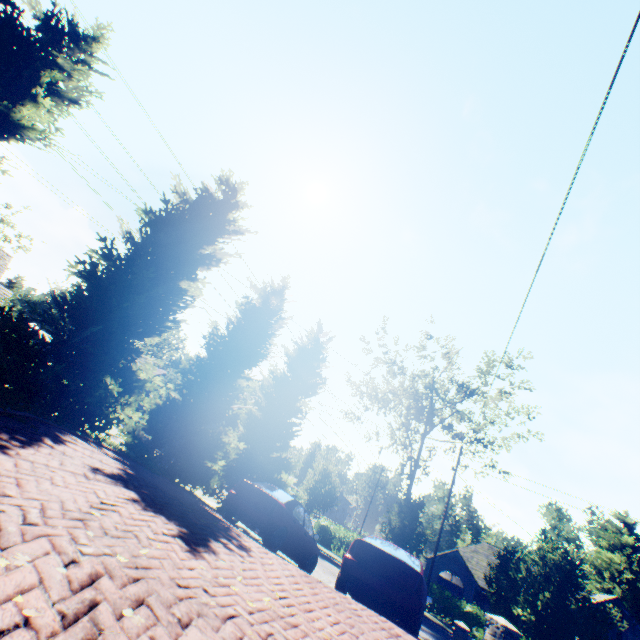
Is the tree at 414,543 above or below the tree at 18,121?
below

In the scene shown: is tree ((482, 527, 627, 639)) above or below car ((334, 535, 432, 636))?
above

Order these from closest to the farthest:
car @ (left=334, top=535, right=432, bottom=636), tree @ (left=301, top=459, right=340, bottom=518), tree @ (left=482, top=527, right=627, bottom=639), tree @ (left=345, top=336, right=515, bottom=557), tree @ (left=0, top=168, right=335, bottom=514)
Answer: car @ (left=334, top=535, right=432, bottom=636) < tree @ (left=0, top=168, right=335, bottom=514) < tree @ (left=482, top=527, right=627, bottom=639) < tree @ (left=345, top=336, right=515, bottom=557) < tree @ (left=301, top=459, right=340, bottom=518)

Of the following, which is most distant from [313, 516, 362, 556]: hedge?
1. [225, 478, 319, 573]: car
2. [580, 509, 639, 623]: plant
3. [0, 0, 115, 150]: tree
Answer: [580, 509, 639, 623]: plant

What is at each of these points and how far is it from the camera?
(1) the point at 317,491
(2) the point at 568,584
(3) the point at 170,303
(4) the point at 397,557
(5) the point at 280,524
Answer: (1) tree, 28.53m
(2) tree, 14.52m
(3) tree, 11.00m
(4) car, 7.15m
(5) car, 9.23m

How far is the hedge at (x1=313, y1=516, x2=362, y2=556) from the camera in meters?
28.4

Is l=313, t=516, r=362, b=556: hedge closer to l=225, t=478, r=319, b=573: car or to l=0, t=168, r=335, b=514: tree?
l=0, t=168, r=335, b=514: tree

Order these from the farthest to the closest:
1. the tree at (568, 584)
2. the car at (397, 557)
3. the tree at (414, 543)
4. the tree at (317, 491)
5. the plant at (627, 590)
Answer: the plant at (627, 590), the tree at (317, 491), the tree at (414, 543), the tree at (568, 584), the car at (397, 557)
